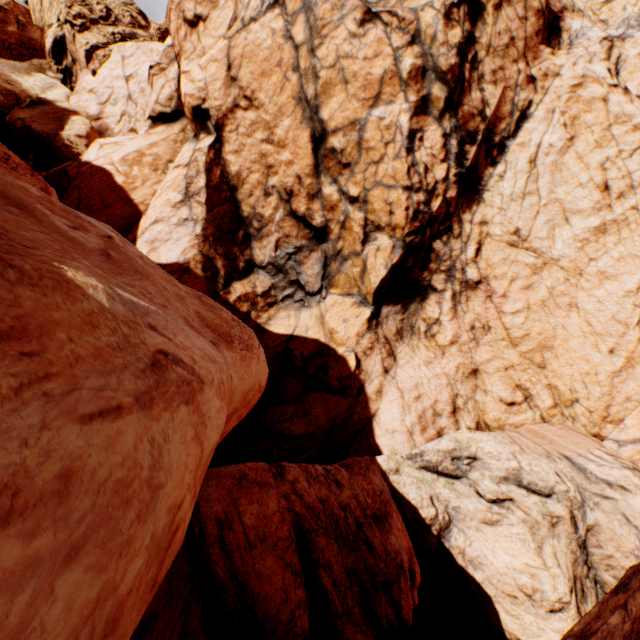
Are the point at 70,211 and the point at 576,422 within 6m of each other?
no
